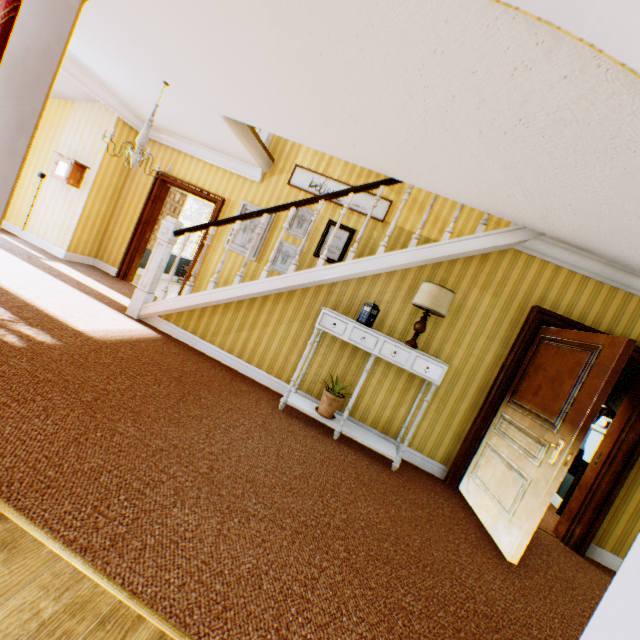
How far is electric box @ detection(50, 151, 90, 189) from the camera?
6.0m

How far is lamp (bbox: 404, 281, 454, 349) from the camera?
3.62m

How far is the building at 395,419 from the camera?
4.2 meters

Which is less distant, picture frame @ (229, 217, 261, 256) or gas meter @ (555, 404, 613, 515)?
gas meter @ (555, 404, 613, 515)

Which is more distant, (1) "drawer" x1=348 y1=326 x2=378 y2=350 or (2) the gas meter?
(2) the gas meter

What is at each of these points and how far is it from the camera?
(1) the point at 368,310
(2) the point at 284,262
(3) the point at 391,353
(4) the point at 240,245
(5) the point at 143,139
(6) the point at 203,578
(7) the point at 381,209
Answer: (1) tardis, 3.9 meters
(2) picture frame, 6.2 meters
(3) drawer, 3.7 meters
(4) picture frame, 6.4 meters
(5) ceiling light, 4.3 meters
(6) building, 1.6 meters
(7) picture frame, 5.8 meters

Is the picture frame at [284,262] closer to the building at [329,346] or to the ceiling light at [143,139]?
the building at [329,346]

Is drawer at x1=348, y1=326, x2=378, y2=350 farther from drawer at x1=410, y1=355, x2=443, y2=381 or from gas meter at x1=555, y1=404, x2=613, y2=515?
gas meter at x1=555, y1=404, x2=613, y2=515
